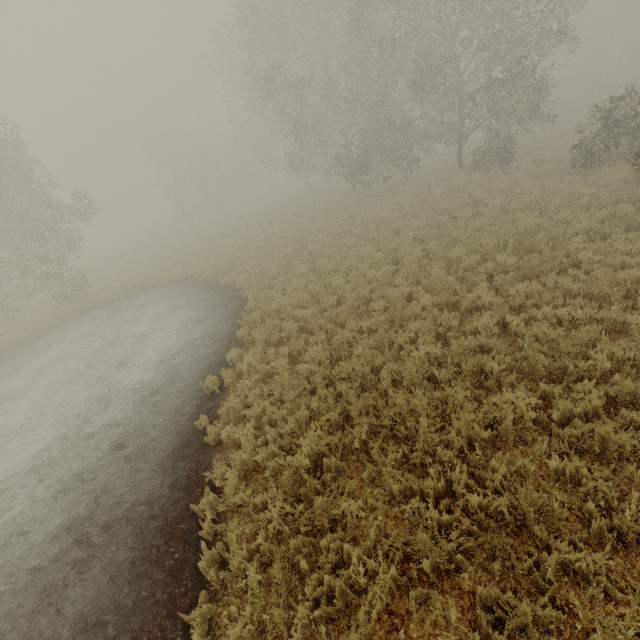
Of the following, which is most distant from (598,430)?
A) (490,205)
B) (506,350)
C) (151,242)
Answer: (151,242)
